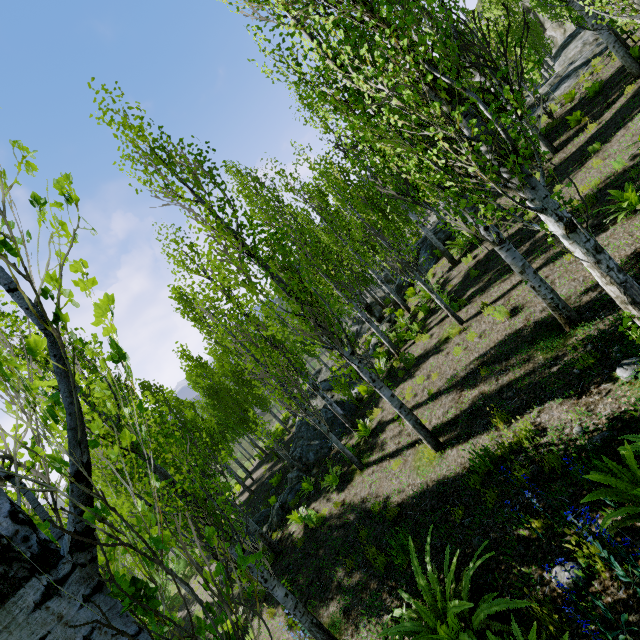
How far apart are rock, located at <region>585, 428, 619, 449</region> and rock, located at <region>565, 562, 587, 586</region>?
1.4 meters

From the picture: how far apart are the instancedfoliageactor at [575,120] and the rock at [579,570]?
14.3m

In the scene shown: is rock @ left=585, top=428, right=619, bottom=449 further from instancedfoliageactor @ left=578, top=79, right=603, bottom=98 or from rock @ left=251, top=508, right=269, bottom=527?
rock @ left=251, top=508, right=269, bottom=527

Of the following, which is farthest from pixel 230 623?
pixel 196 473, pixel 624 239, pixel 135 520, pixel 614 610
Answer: pixel 135 520

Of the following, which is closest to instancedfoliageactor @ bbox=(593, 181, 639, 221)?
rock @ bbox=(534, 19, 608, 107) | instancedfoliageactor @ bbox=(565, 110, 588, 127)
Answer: rock @ bbox=(534, 19, 608, 107)

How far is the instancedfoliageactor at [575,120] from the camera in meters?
11.8 m

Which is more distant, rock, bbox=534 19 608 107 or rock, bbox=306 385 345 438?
rock, bbox=534 19 608 107

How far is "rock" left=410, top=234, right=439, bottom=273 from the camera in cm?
1711
